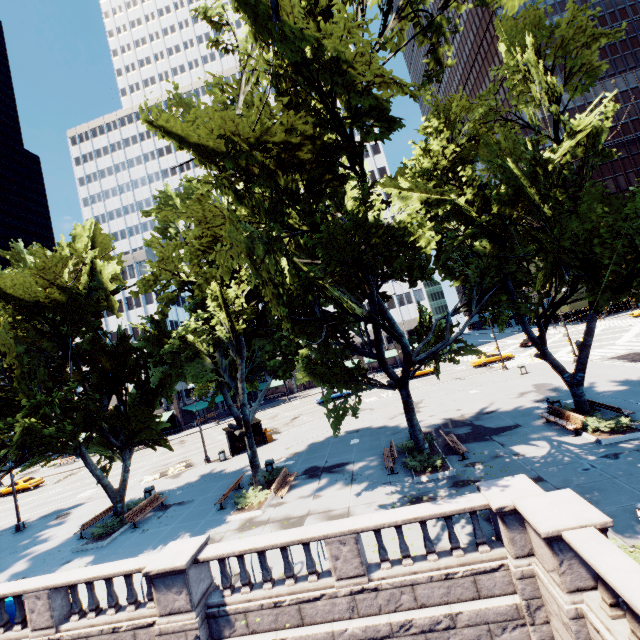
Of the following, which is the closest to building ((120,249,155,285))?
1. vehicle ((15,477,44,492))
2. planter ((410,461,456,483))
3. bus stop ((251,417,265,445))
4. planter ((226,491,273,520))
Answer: vehicle ((15,477,44,492))

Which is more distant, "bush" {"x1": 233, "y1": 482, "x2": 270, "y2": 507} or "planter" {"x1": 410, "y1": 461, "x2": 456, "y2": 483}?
"bush" {"x1": 233, "y1": 482, "x2": 270, "y2": 507}

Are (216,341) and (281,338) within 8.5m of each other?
yes

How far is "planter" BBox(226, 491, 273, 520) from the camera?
16.19m

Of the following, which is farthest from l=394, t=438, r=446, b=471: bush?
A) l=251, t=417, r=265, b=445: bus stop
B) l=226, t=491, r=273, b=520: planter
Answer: l=251, t=417, r=265, b=445: bus stop

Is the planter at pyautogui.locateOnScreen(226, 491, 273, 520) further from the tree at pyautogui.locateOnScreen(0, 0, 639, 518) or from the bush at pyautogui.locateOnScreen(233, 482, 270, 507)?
the tree at pyautogui.locateOnScreen(0, 0, 639, 518)

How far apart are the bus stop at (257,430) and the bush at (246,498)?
11.48m

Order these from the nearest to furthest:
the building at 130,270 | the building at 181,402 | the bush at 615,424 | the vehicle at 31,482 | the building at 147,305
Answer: the bush at 615,424
the vehicle at 31,482
the building at 181,402
the building at 147,305
the building at 130,270
